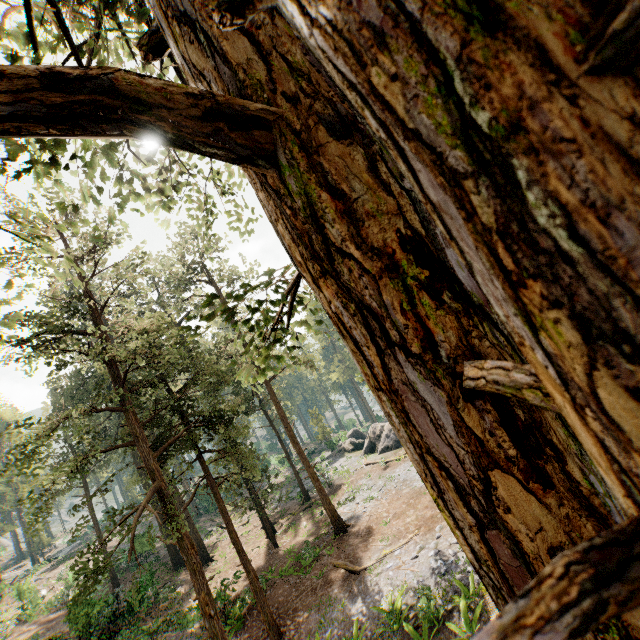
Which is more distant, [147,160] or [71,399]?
[71,399]

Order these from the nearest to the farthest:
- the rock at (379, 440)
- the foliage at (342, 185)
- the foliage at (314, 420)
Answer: the foliage at (342, 185) → the rock at (379, 440) → the foliage at (314, 420)

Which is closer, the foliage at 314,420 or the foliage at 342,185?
the foliage at 342,185

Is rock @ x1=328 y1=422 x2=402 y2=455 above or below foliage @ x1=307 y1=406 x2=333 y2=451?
below

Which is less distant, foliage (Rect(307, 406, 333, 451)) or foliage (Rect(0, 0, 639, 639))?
foliage (Rect(0, 0, 639, 639))

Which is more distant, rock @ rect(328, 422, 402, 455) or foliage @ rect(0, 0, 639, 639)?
rock @ rect(328, 422, 402, 455)

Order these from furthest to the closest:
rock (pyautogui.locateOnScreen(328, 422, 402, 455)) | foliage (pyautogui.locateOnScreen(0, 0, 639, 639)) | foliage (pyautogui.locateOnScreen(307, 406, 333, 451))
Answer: foliage (pyautogui.locateOnScreen(307, 406, 333, 451)) → rock (pyautogui.locateOnScreen(328, 422, 402, 455)) → foliage (pyautogui.locateOnScreen(0, 0, 639, 639))
